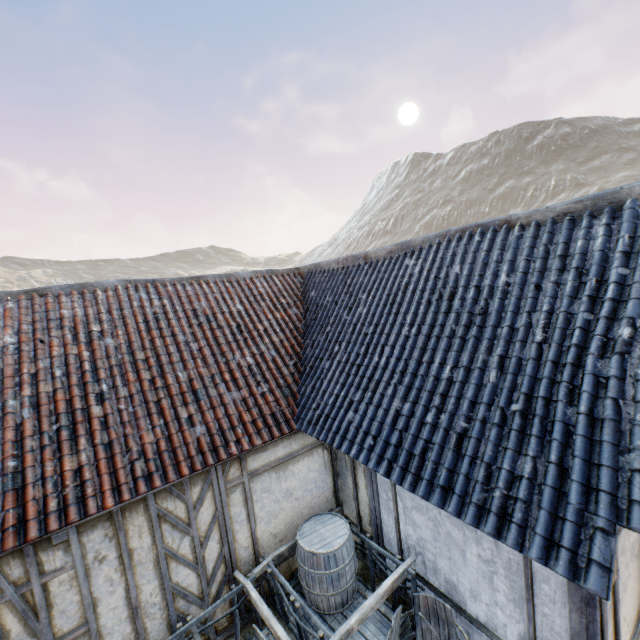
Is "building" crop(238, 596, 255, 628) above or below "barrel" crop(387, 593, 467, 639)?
below

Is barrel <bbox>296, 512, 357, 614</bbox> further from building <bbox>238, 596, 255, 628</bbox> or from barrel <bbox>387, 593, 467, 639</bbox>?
barrel <bbox>387, 593, 467, 639</bbox>

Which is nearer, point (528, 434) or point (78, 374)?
point (528, 434)

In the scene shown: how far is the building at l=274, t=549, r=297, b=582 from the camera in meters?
5.7

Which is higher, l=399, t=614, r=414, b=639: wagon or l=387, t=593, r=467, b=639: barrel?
l=387, t=593, r=467, b=639: barrel

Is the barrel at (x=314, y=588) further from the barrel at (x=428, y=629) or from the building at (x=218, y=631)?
the barrel at (x=428, y=629)

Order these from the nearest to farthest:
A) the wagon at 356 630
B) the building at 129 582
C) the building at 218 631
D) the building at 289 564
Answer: the building at 129 582, the wagon at 356 630, the building at 218 631, the building at 289 564

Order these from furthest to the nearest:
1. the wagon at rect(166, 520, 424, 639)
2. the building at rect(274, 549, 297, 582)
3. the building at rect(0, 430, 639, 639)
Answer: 1. the building at rect(274, 549, 297, 582)
2. the wagon at rect(166, 520, 424, 639)
3. the building at rect(0, 430, 639, 639)
